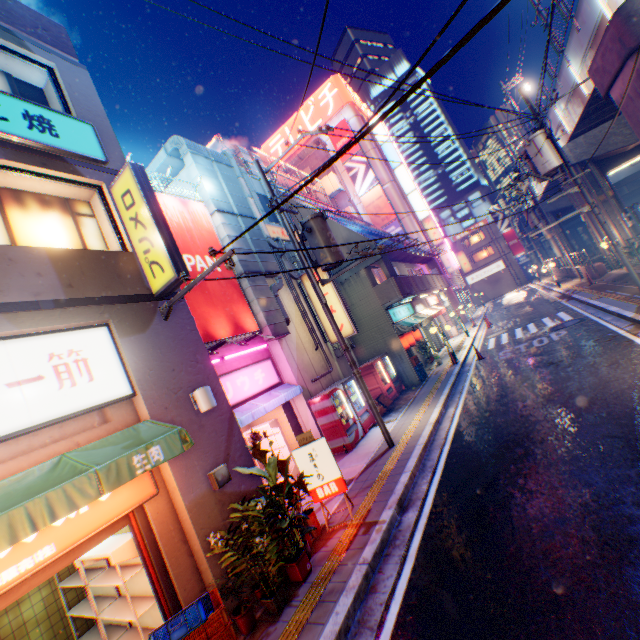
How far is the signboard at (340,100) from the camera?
37.9m

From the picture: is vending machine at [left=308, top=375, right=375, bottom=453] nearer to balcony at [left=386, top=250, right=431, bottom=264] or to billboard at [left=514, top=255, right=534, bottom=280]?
balcony at [left=386, top=250, right=431, bottom=264]

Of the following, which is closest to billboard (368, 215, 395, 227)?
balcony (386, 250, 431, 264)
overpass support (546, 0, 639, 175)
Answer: balcony (386, 250, 431, 264)

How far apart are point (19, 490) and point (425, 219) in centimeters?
3892cm

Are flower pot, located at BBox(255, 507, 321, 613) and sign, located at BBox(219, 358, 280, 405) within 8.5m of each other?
yes

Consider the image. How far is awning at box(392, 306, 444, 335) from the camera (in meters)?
16.30

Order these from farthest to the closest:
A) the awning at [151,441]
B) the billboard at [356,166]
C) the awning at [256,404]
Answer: the billboard at [356,166] < the awning at [256,404] < the awning at [151,441]

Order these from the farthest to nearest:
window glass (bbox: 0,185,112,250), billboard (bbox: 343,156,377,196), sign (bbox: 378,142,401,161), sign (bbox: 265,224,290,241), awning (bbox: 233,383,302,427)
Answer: sign (bbox: 378,142,401,161), billboard (bbox: 343,156,377,196), sign (bbox: 265,224,290,241), awning (bbox: 233,383,302,427), window glass (bbox: 0,185,112,250)
